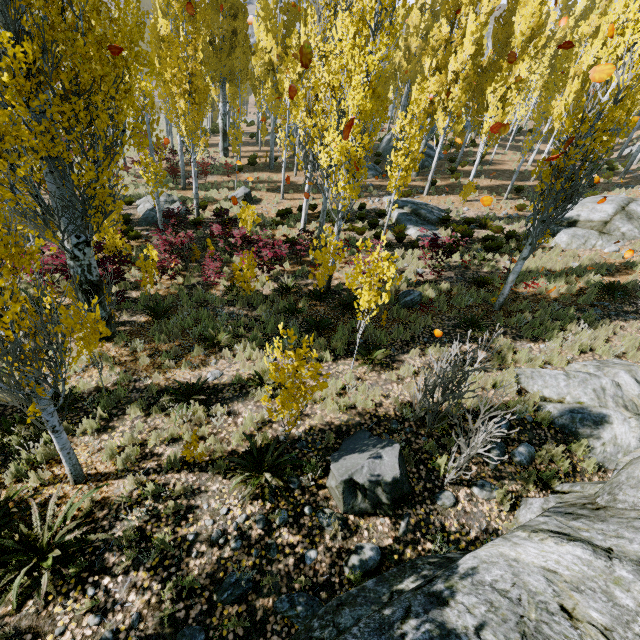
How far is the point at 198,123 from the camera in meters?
14.9 m

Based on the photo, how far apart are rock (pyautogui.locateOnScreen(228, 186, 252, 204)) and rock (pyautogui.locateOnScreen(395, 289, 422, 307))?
12.3m

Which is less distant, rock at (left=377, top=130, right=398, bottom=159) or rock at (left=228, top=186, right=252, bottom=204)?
rock at (left=228, top=186, right=252, bottom=204)

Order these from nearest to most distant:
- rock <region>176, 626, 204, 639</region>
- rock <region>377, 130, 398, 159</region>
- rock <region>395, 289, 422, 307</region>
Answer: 1. rock <region>176, 626, 204, 639</region>
2. rock <region>395, 289, 422, 307</region>
3. rock <region>377, 130, 398, 159</region>

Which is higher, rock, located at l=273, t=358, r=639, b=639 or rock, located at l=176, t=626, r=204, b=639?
rock, located at l=273, t=358, r=639, b=639

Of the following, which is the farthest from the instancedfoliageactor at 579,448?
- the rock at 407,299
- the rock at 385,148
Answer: the rock at 407,299

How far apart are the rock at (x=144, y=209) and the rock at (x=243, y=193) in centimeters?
266cm

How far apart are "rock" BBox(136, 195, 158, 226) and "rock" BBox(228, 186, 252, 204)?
2.7 meters
